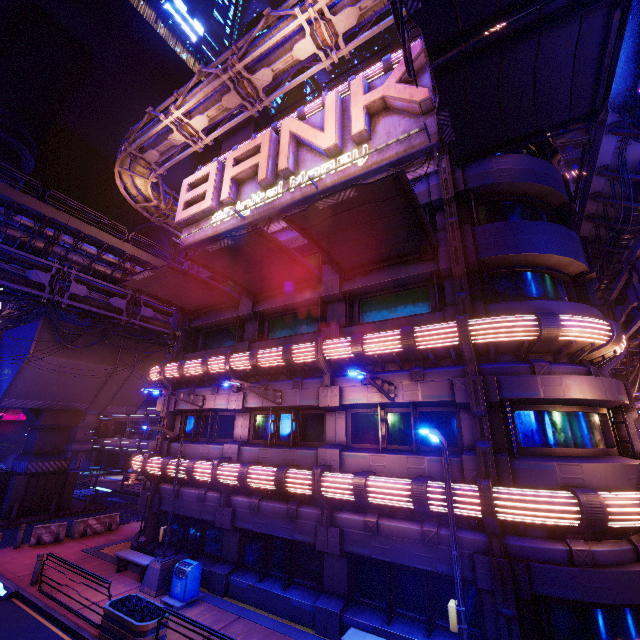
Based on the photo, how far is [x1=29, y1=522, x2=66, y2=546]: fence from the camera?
17.31m

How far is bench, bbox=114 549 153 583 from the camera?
13.3 meters

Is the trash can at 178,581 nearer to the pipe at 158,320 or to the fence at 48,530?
the fence at 48,530

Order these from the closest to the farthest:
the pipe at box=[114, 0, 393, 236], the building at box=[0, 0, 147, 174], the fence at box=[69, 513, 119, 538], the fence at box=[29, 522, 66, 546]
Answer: the pipe at box=[114, 0, 393, 236], the fence at box=[29, 522, 66, 546], the fence at box=[69, 513, 119, 538], the building at box=[0, 0, 147, 174]

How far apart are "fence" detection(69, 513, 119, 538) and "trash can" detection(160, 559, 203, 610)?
10.5 meters

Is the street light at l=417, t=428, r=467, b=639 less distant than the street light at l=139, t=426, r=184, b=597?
Yes

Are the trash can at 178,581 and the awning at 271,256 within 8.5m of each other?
no

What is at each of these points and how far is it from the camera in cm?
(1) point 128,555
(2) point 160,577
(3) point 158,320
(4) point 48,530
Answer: (1) bench, 1413
(2) street light, 1248
(3) pipe, 2772
(4) fence, 1773
